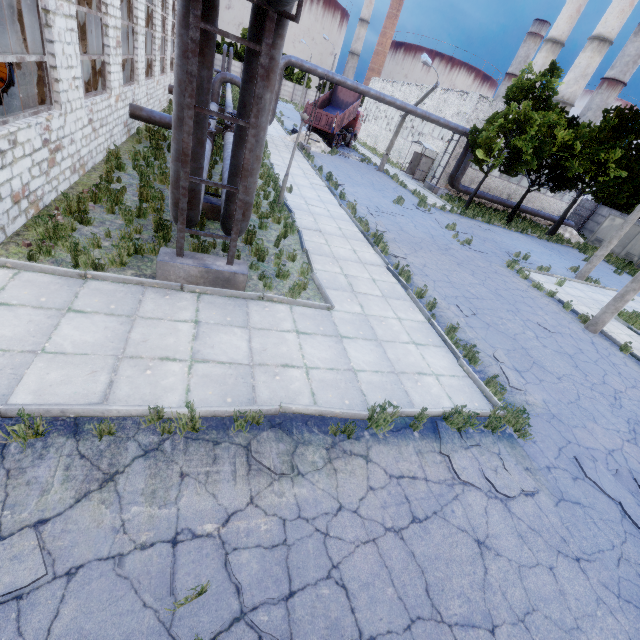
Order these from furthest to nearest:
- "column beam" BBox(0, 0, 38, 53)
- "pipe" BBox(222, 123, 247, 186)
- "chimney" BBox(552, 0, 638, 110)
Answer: "chimney" BBox(552, 0, 638, 110)
"column beam" BBox(0, 0, 38, 53)
"pipe" BBox(222, 123, 247, 186)

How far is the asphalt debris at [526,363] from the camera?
8.6m

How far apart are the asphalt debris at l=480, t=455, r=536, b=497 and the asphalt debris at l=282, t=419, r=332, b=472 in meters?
2.0 m

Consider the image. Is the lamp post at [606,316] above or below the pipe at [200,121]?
below

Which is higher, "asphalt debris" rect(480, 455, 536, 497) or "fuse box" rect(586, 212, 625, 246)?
"fuse box" rect(586, 212, 625, 246)

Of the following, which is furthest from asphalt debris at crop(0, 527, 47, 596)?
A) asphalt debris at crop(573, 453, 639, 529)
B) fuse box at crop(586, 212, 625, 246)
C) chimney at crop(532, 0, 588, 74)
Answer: chimney at crop(532, 0, 588, 74)

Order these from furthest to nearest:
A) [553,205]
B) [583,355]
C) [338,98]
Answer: [553,205]
[338,98]
[583,355]

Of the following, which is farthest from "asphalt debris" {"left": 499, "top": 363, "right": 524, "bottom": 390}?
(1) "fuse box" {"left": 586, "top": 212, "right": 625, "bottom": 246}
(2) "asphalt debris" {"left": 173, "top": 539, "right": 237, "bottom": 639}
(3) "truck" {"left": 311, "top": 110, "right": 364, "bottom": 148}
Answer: (1) "fuse box" {"left": 586, "top": 212, "right": 625, "bottom": 246}
